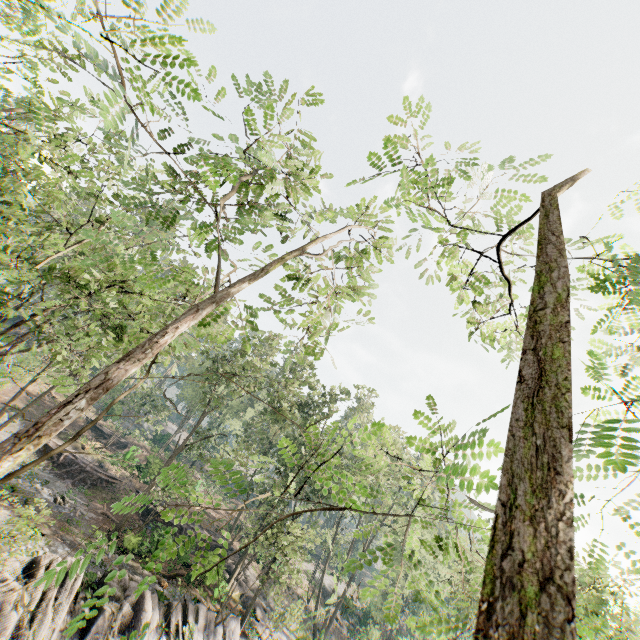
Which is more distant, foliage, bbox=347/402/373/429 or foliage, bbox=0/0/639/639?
foliage, bbox=347/402/373/429

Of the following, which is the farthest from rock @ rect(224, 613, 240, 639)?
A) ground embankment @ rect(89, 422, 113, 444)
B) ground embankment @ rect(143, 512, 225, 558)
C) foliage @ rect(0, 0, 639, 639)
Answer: ground embankment @ rect(89, 422, 113, 444)

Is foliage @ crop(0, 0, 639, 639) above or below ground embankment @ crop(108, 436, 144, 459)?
above

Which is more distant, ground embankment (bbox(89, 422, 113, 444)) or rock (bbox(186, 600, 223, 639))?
ground embankment (bbox(89, 422, 113, 444))

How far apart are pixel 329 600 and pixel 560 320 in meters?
4.3

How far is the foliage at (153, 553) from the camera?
1.9 meters

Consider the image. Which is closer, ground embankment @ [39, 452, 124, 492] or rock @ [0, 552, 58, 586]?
rock @ [0, 552, 58, 586]

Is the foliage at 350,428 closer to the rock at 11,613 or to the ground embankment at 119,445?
the rock at 11,613
